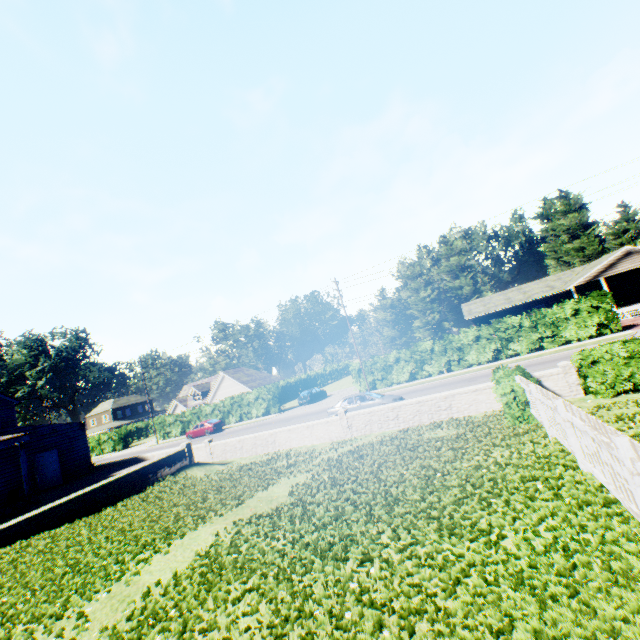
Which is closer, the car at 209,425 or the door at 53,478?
the door at 53,478

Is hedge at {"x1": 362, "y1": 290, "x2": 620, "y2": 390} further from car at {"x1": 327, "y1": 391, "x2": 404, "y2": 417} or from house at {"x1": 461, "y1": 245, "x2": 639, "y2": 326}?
house at {"x1": 461, "y1": 245, "x2": 639, "y2": 326}

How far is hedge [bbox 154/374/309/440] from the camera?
38.5 meters

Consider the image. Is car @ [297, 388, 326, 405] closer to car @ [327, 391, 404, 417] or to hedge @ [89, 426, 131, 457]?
car @ [327, 391, 404, 417]

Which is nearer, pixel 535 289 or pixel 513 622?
pixel 513 622

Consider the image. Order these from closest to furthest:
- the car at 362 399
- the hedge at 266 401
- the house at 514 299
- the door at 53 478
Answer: the car at 362 399
the door at 53 478
the house at 514 299
the hedge at 266 401

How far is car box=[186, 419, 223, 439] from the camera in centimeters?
3641cm

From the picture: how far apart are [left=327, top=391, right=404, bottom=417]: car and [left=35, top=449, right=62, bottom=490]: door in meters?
17.5
